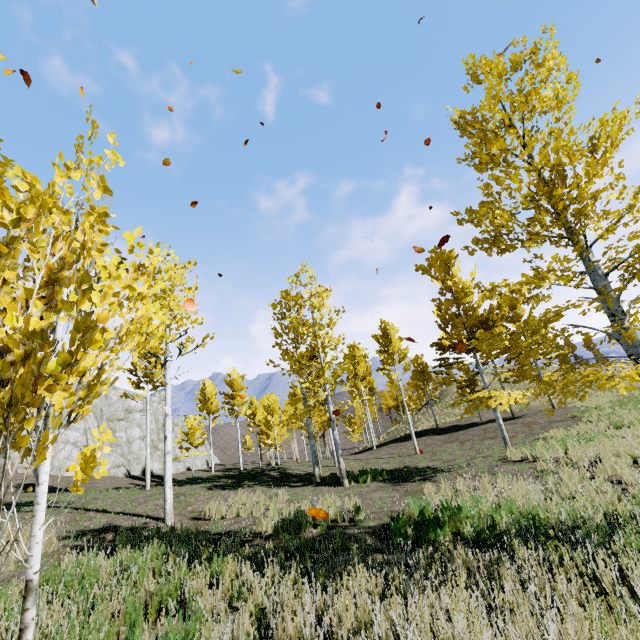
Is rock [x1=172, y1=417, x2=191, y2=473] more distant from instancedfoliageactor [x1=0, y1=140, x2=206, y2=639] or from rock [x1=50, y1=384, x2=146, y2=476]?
instancedfoliageactor [x1=0, y1=140, x2=206, y2=639]

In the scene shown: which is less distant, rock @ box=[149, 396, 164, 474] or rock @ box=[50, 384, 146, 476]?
rock @ box=[50, 384, 146, 476]

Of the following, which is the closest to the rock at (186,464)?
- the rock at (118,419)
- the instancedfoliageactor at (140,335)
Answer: the rock at (118,419)

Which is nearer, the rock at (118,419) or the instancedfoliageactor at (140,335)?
the instancedfoliageactor at (140,335)

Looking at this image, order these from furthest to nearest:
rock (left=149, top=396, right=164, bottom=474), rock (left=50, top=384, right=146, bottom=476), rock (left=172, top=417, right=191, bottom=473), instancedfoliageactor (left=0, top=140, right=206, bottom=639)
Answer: rock (left=172, top=417, right=191, bottom=473) → rock (left=149, top=396, right=164, bottom=474) → rock (left=50, top=384, right=146, bottom=476) → instancedfoliageactor (left=0, top=140, right=206, bottom=639)

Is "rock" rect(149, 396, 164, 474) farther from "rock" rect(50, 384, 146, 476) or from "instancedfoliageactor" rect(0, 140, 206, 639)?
"instancedfoliageactor" rect(0, 140, 206, 639)

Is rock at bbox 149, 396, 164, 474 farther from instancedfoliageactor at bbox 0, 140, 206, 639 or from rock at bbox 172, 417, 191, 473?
instancedfoliageactor at bbox 0, 140, 206, 639

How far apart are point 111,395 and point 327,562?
37.4 meters
